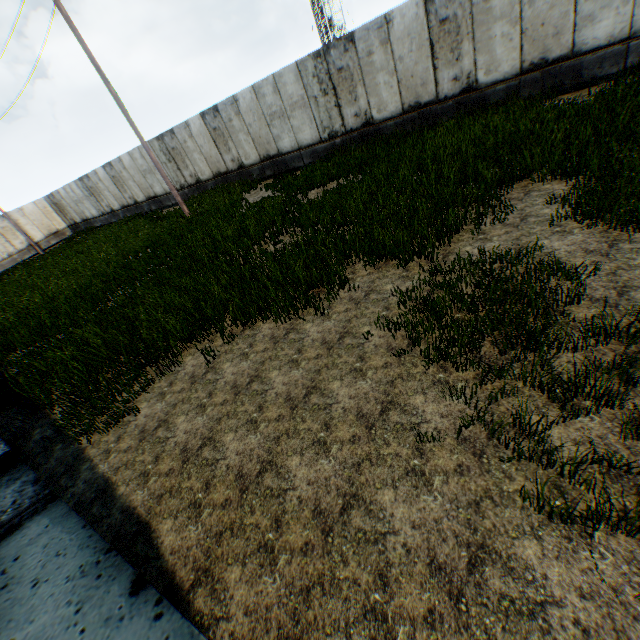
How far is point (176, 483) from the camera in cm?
357
